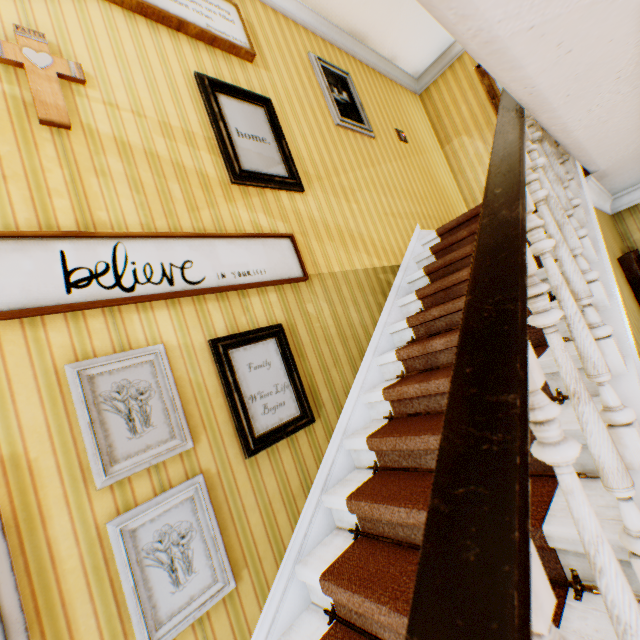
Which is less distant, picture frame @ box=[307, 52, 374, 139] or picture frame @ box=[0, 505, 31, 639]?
picture frame @ box=[0, 505, 31, 639]

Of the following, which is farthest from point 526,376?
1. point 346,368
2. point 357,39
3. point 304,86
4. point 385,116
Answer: point 357,39

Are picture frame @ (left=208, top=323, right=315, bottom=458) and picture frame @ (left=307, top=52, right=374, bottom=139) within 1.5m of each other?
no

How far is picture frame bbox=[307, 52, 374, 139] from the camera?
3.82m

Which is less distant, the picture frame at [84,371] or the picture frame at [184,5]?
the picture frame at [84,371]

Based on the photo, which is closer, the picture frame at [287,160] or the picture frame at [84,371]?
the picture frame at [84,371]

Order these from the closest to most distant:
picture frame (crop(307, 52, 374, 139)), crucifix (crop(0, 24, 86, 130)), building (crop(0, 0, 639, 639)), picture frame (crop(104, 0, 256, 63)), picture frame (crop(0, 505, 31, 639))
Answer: building (crop(0, 0, 639, 639)) < picture frame (crop(0, 505, 31, 639)) < crucifix (crop(0, 24, 86, 130)) < picture frame (crop(104, 0, 256, 63)) < picture frame (crop(307, 52, 374, 139))

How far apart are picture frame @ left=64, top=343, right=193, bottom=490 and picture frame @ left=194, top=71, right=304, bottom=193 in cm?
142
